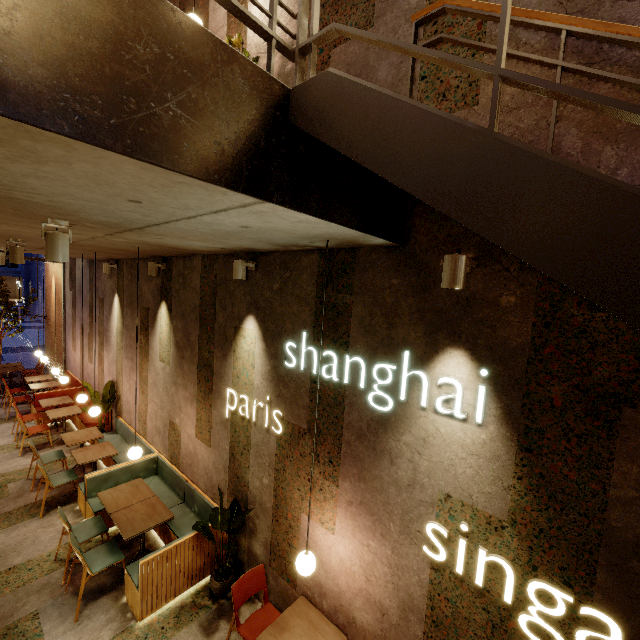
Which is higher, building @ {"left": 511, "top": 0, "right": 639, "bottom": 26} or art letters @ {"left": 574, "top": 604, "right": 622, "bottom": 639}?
building @ {"left": 511, "top": 0, "right": 639, "bottom": 26}

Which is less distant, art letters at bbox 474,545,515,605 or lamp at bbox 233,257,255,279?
art letters at bbox 474,545,515,605

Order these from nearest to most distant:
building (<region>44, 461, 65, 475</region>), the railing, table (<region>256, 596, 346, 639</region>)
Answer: the railing < table (<region>256, 596, 346, 639</region>) < building (<region>44, 461, 65, 475</region>)

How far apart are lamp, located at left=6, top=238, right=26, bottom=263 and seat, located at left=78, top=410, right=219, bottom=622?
3.5 meters

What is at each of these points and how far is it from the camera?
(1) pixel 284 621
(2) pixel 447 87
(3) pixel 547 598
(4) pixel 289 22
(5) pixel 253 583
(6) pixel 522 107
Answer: (1) table, 3.3 meters
(2) building, 2.5 meters
(3) building, 2.2 meters
(4) building, 3.7 meters
(5) chair, 3.7 meters
(6) building, 2.2 meters

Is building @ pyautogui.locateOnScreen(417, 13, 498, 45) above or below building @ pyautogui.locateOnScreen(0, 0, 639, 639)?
above

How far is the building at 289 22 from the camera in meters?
3.6

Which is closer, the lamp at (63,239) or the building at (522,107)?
the building at (522,107)
